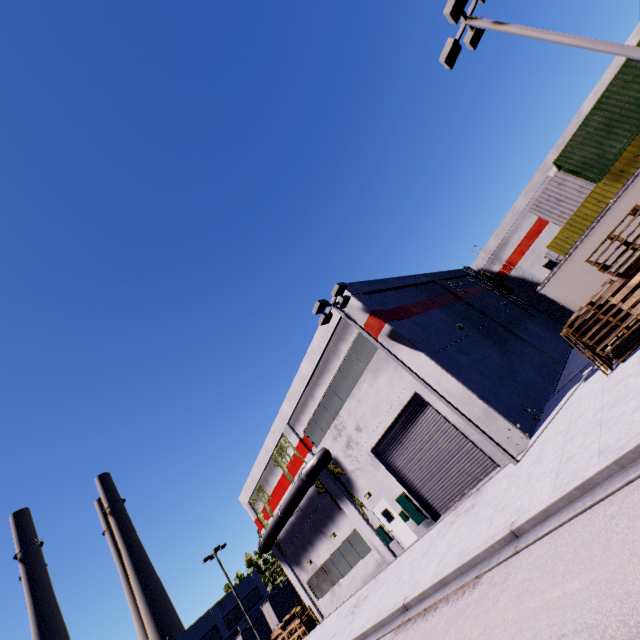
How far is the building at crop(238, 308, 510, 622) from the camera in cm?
1672

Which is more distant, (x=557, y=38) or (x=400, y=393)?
(x=400, y=393)

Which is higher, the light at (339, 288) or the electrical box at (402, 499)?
the light at (339, 288)

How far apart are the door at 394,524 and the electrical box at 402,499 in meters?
0.1

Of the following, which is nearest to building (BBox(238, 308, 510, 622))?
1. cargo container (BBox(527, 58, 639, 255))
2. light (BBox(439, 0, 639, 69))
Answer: cargo container (BBox(527, 58, 639, 255))

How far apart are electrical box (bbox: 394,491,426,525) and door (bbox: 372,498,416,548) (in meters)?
0.05

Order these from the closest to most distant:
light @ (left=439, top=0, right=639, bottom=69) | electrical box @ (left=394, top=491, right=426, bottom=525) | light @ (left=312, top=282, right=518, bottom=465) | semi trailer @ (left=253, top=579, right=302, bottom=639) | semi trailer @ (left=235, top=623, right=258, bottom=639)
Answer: light @ (left=439, top=0, right=639, bottom=69)
light @ (left=312, top=282, right=518, bottom=465)
electrical box @ (left=394, top=491, right=426, bottom=525)
semi trailer @ (left=253, top=579, right=302, bottom=639)
semi trailer @ (left=235, top=623, right=258, bottom=639)
